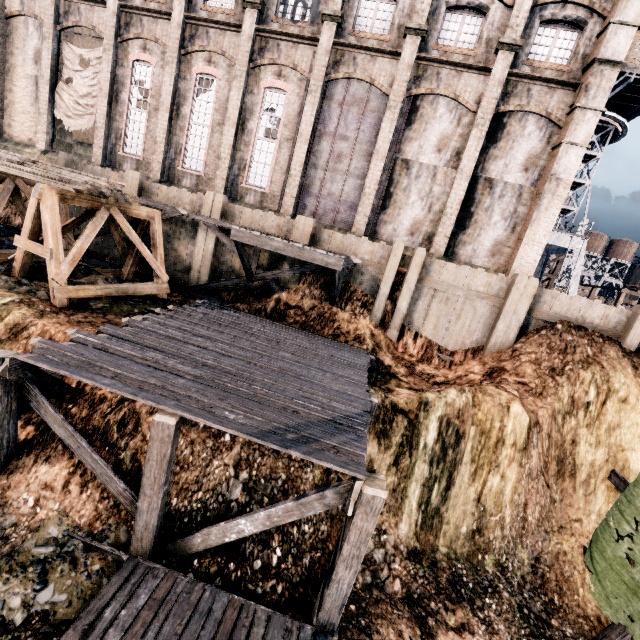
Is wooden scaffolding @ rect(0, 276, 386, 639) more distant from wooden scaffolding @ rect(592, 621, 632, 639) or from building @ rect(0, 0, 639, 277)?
wooden scaffolding @ rect(592, 621, 632, 639)

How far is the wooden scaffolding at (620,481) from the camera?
10.0m

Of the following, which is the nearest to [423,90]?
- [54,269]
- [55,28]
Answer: [54,269]

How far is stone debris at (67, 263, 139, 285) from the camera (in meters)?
13.24

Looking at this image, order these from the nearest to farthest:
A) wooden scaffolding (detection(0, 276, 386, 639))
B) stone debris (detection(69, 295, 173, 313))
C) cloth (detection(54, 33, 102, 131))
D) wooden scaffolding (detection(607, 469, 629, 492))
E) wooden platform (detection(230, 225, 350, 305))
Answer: wooden scaffolding (detection(0, 276, 386, 639))
wooden scaffolding (detection(607, 469, 629, 492))
stone debris (detection(69, 295, 173, 313))
wooden platform (detection(230, 225, 350, 305))
cloth (detection(54, 33, 102, 131))

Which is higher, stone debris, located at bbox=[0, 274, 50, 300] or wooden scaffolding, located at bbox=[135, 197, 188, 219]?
wooden scaffolding, located at bbox=[135, 197, 188, 219]

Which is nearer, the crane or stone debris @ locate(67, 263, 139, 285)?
stone debris @ locate(67, 263, 139, 285)

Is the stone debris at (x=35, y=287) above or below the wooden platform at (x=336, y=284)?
below
